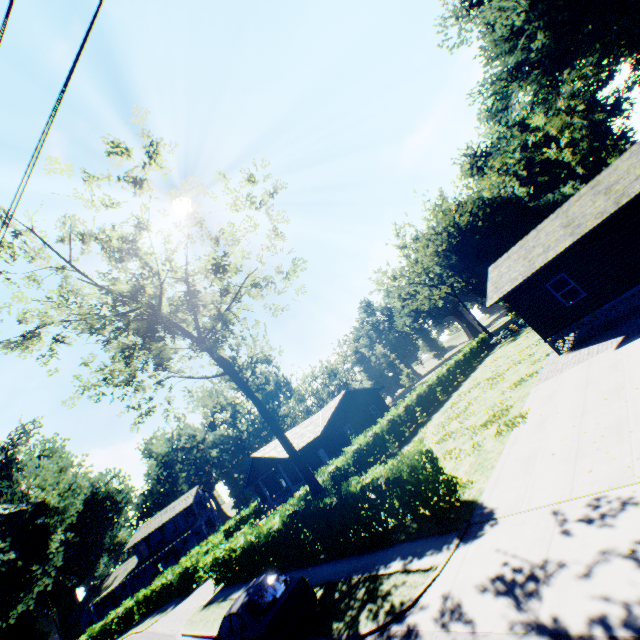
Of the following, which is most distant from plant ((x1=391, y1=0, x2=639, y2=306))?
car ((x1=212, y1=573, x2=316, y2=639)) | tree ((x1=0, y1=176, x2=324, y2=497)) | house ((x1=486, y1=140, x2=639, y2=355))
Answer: house ((x1=486, y1=140, x2=639, y2=355))

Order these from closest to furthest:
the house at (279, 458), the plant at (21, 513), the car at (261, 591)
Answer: the car at (261, 591)
the plant at (21, 513)
the house at (279, 458)

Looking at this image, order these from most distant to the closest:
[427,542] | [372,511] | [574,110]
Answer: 1. [574,110]
2. [372,511]
3. [427,542]

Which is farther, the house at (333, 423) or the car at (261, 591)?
the house at (333, 423)

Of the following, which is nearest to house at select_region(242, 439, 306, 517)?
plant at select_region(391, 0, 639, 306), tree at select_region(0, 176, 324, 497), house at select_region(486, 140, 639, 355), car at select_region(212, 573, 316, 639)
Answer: tree at select_region(0, 176, 324, 497)

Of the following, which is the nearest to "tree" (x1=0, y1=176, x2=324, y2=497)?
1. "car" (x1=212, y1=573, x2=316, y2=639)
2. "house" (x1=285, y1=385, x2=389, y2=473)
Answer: "car" (x1=212, y1=573, x2=316, y2=639)

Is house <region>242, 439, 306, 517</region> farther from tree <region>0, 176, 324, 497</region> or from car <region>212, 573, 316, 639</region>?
car <region>212, 573, 316, 639</region>

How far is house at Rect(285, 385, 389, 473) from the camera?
32.1m
